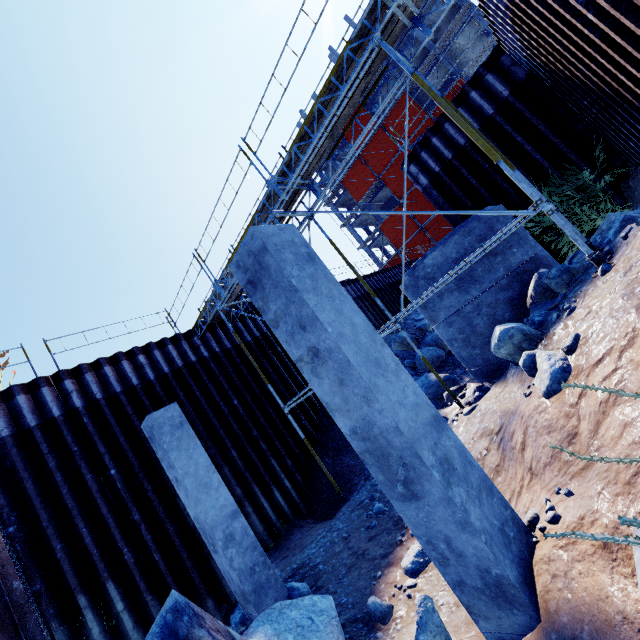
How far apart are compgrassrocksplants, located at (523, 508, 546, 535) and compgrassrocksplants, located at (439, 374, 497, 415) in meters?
4.5

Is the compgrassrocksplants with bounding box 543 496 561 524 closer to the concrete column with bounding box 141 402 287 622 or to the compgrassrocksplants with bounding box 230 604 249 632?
the concrete column with bounding box 141 402 287 622

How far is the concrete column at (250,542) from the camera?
5.68m

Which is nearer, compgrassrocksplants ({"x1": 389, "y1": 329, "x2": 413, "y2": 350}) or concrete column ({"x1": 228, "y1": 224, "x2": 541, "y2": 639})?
concrete column ({"x1": 228, "y1": 224, "x2": 541, "y2": 639})

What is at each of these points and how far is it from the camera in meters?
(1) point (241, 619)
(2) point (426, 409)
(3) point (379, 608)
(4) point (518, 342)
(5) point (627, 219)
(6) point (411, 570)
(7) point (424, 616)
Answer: (1) compgrassrocksplants, 5.8 m
(2) concrete column, 3.0 m
(3) compgrassrocksplants, 4.1 m
(4) compgrassrocksplants, 5.1 m
(5) compgrassrocksplants, 5.3 m
(6) compgrassrocksplants, 4.5 m
(7) compgrassrocksplants, 3.0 m

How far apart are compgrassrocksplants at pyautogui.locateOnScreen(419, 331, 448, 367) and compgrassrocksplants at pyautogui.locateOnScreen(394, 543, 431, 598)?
9.22m

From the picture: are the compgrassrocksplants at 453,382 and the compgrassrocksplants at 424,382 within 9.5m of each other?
yes

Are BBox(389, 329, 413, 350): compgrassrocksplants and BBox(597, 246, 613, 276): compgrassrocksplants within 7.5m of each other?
no
